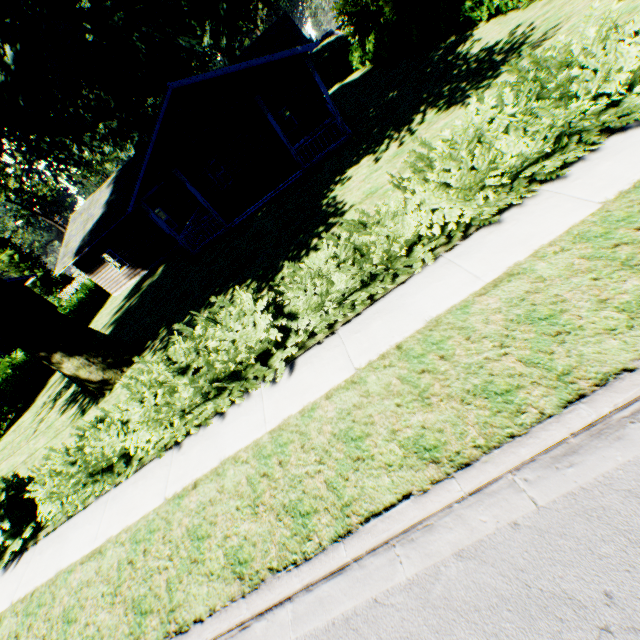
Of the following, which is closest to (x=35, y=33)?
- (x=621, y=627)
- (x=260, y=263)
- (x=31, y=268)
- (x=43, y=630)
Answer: (x=260, y=263)

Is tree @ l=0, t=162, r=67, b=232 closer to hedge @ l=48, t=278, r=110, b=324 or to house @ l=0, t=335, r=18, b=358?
house @ l=0, t=335, r=18, b=358

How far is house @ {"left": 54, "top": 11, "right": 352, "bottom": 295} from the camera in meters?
13.3

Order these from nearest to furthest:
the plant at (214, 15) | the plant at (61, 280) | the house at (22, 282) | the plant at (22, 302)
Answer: the plant at (214, 15)
the plant at (22, 302)
the house at (22, 282)
the plant at (61, 280)

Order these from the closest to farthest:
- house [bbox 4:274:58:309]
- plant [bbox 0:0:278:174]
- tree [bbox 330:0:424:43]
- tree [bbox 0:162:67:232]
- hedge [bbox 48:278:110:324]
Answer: plant [bbox 0:0:278:174]
tree [bbox 330:0:424:43]
hedge [bbox 48:278:110:324]
house [bbox 4:274:58:309]
tree [bbox 0:162:67:232]

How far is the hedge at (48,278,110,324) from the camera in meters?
23.4

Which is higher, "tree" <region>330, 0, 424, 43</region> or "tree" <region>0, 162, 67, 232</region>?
"tree" <region>0, 162, 67, 232</region>

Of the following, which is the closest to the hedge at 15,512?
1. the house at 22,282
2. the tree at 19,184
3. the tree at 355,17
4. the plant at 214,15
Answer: the tree at 355,17
